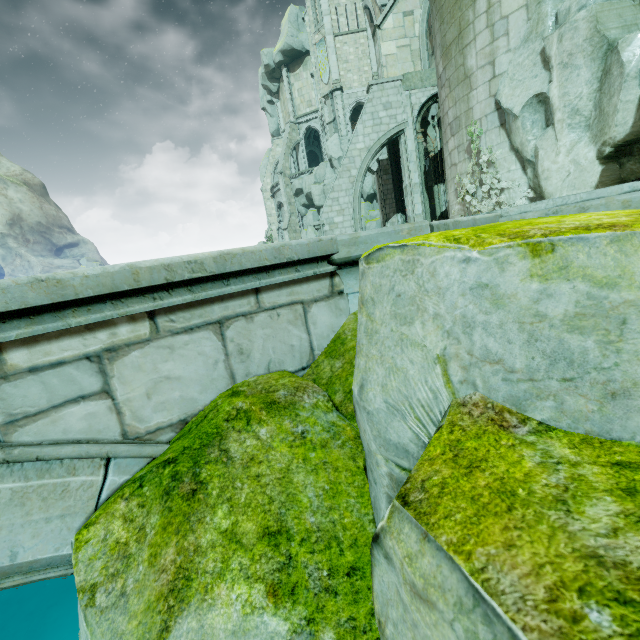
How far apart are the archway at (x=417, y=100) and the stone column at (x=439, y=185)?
3.26m

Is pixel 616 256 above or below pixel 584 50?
below

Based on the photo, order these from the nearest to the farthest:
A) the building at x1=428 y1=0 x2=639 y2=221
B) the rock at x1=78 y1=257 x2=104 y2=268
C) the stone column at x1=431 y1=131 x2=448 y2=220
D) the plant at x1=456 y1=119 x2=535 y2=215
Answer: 1. the building at x1=428 y1=0 x2=639 y2=221
2. the plant at x1=456 y1=119 x2=535 y2=215
3. the stone column at x1=431 y1=131 x2=448 y2=220
4. the rock at x1=78 y1=257 x2=104 y2=268

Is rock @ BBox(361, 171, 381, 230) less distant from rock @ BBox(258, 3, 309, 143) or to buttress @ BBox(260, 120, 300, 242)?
buttress @ BBox(260, 120, 300, 242)

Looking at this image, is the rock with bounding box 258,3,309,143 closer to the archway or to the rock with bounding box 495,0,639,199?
the archway

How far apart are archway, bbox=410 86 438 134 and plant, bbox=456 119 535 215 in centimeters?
768cm

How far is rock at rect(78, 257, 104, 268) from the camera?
51.58m

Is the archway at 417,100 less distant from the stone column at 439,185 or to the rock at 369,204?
the stone column at 439,185
